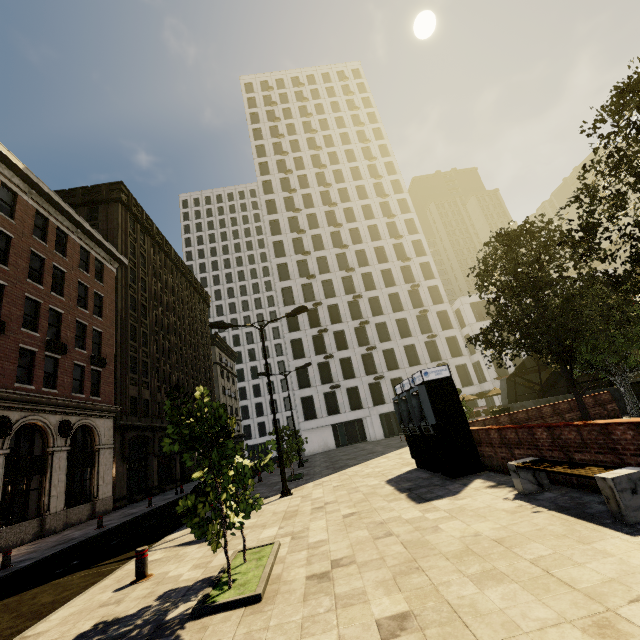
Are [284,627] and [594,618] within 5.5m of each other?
yes

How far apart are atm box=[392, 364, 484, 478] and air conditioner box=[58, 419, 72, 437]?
18.95m

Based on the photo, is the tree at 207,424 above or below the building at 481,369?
below

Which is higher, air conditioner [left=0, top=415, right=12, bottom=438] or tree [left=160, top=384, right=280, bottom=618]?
air conditioner [left=0, top=415, right=12, bottom=438]

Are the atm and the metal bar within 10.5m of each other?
yes

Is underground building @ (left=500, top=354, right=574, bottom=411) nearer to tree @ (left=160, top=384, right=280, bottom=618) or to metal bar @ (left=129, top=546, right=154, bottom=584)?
tree @ (left=160, top=384, right=280, bottom=618)

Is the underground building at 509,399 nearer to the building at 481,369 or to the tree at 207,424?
the tree at 207,424

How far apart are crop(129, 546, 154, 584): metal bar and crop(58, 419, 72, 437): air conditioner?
15.79m
